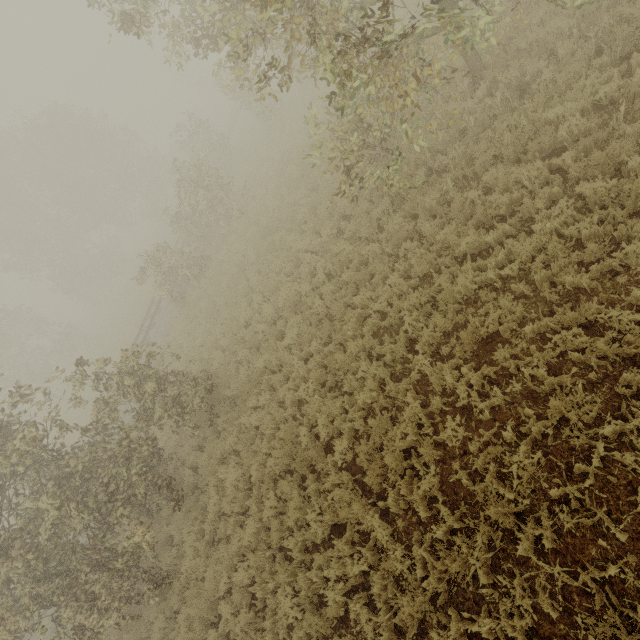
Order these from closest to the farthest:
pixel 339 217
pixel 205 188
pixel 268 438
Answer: pixel 268 438
pixel 339 217
pixel 205 188
